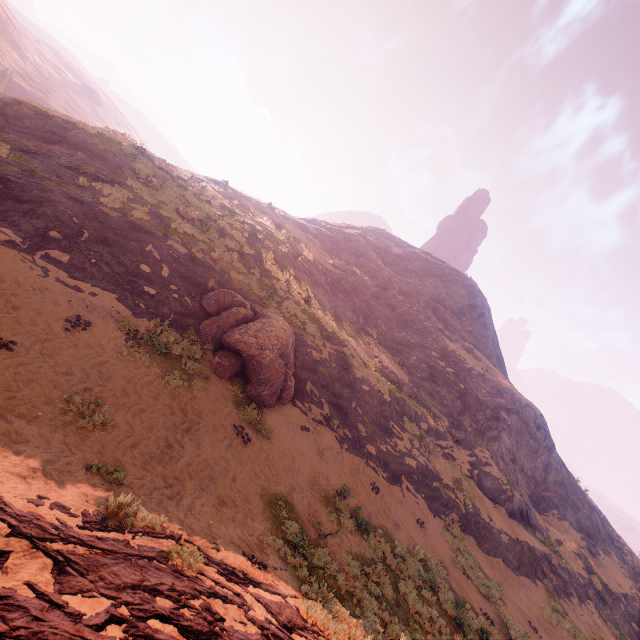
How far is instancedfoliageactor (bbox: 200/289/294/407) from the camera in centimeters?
1264cm

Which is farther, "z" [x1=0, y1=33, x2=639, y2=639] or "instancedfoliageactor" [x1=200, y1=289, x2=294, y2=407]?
"instancedfoliageactor" [x1=200, y1=289, x2=294, y2=407]

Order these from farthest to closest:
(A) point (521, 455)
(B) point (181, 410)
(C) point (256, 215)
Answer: (C) point (256, 215), (A) point (521, 455), (B) point (181, 410)

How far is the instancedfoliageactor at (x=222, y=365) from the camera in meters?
12.6

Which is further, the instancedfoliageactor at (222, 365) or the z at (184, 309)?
the instancedfoliageactor at (222, 365)
